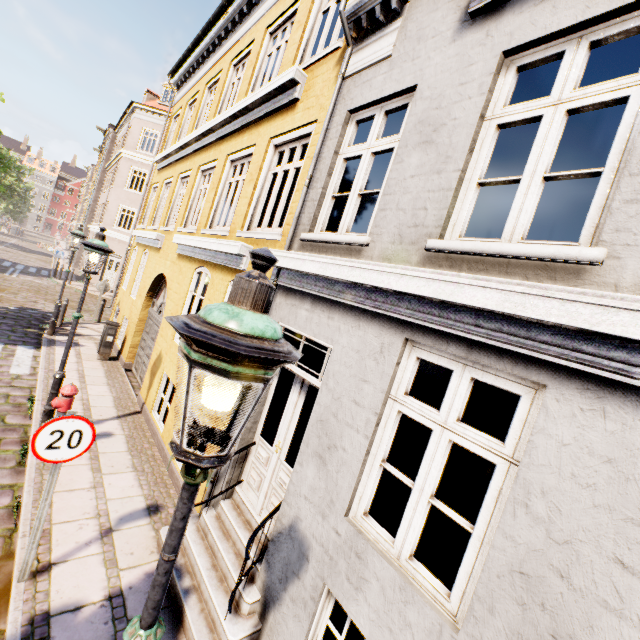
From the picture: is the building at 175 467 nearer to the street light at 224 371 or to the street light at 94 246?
the street light at 94 246

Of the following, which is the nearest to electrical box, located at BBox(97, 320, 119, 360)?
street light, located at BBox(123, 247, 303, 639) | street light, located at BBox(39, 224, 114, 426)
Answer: street light, located at BBox(123, 247, 303, 639)

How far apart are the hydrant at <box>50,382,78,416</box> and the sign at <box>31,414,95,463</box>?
2.6 meters

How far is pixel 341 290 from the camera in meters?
3.5 m

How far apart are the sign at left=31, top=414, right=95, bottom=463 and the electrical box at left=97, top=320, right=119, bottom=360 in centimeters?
801cm

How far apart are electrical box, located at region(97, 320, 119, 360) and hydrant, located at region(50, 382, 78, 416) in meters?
5.2

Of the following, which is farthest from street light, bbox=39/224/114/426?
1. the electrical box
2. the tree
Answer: the electrical box

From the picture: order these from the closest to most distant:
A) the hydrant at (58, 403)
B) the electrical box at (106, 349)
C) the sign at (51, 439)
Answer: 1. the sign at (51, 439)
2. the hydrant at (58, 403)
3. the electrical box at (106, 349)
